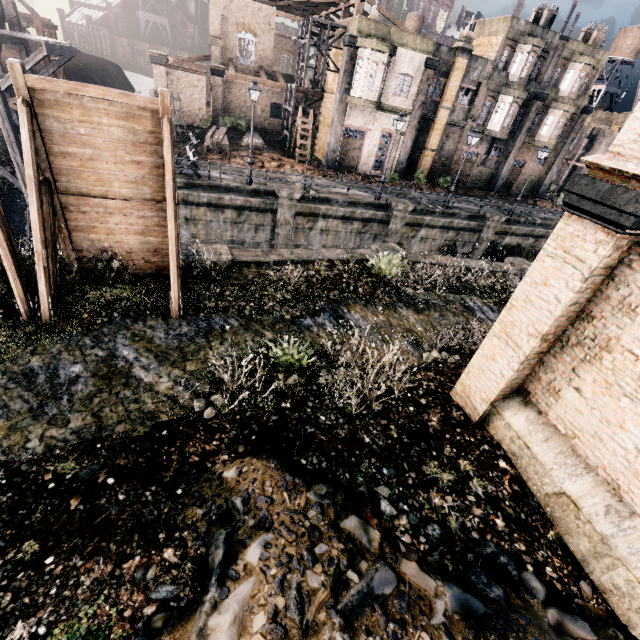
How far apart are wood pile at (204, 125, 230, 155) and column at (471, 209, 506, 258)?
21.50m

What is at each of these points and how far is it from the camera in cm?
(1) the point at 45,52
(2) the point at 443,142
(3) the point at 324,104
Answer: (1) wooden scaffolding, 1611
(2) building, 3288
(3) building, 3180

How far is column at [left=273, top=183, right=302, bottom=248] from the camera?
20.9m

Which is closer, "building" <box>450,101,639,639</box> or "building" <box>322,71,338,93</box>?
"building" <box>450,101,639,639</box>

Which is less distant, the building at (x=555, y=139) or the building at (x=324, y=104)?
the building at (x=324, y=104)

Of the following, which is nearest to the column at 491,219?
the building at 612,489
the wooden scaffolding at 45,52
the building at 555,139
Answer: the building at 555,139

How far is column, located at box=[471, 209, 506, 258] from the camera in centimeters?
2655cm

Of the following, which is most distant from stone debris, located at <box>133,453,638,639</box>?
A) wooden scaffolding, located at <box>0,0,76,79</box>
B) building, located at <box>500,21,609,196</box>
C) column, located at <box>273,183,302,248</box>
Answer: building, located at <box>500,21,609,196</box>
